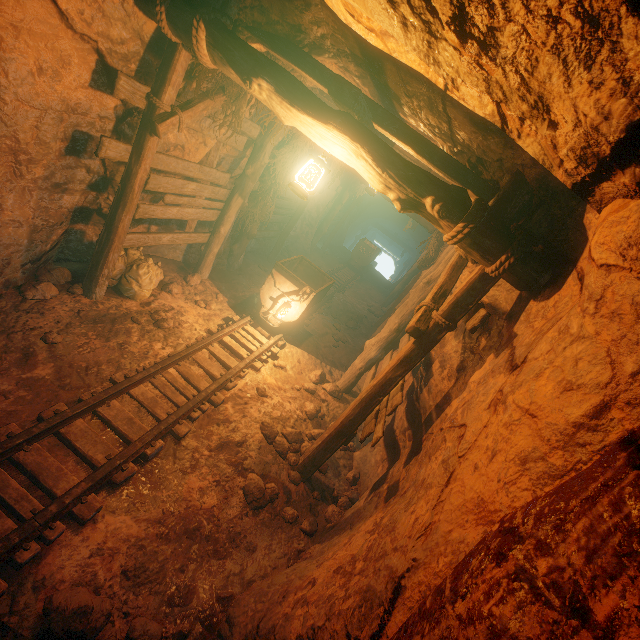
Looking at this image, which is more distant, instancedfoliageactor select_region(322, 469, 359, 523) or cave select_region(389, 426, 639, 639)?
instancedfoliageactor select_region(322, 469, 359, 523)

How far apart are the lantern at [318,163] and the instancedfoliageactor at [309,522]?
3.66m

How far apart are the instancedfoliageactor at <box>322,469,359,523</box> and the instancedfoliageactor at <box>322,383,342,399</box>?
1.5m

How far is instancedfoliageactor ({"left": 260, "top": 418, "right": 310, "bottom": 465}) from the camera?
4.5m

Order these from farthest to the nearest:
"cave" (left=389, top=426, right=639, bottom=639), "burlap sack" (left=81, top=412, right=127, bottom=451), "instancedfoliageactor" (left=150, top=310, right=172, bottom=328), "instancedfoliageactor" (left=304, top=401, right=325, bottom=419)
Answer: "instancedfoliageactor" (left=304, top=401, right=325, bottom=419) < "instancedfoliageactor" (left=150, top=310, right=172, bottom=328) < "burlap sack" (left=81, top=412, right=127, bottom=451) < "cave" (left=389, top=426, right=639, bottom=639)

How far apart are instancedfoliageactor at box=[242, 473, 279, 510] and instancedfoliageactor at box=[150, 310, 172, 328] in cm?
270

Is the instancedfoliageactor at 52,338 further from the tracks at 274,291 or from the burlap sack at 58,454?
the tracks at 274,291

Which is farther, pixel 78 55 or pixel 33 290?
pixel 33 290
